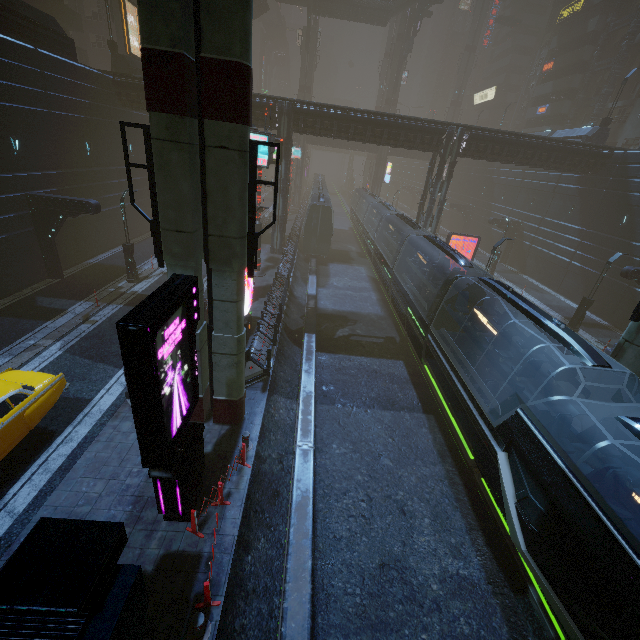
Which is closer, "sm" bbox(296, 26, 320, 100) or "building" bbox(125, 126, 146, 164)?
"building" bbox(125, 126, 146, 164)

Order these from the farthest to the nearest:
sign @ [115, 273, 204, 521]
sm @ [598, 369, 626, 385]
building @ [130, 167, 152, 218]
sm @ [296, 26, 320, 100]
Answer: sm @ [296, 26, 320, 100]
building @ [130, 167, 152, 218]
sm @ [598, 369, 626, 385]
sign @ [115, 273, 204, 521]

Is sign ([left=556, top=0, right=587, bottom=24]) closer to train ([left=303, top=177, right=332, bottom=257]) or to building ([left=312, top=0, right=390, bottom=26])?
building ([left=312, top=0, right=390, bottom=26])

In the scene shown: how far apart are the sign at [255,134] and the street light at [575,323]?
21.5m

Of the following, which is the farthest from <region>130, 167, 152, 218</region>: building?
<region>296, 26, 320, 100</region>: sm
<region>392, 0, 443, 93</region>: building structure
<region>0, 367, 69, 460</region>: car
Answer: <region>0, 367, 69, 460</region>: car

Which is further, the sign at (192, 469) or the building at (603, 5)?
the building at (603, 5)

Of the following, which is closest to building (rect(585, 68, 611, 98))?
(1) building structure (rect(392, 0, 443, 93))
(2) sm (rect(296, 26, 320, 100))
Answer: (1) building structure (rect(392, 0, 443, 93))

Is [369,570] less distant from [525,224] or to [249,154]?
[249,154]
